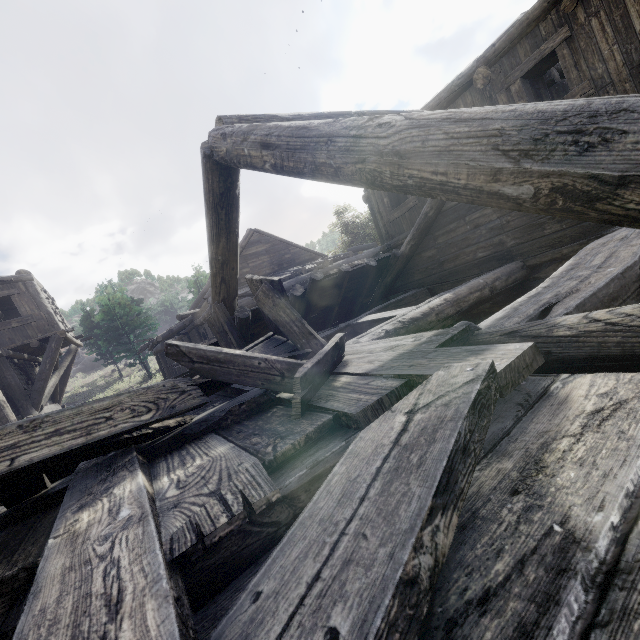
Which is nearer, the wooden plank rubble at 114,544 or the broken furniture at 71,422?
the wooden plank rubble at 114,544

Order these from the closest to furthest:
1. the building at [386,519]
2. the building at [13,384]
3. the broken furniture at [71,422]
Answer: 1. the building at [386,519]
2. the broken furniture at [71,422]
3. the building at [13,384]

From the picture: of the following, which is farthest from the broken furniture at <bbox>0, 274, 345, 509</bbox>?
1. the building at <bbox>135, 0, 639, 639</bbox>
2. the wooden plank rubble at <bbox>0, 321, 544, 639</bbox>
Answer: the building at <bbox>135, 0, 639, 639</bbox>

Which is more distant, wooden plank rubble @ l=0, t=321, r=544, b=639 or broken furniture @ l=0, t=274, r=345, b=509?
broken furniture @ l=0, t=274, r=345, b=509

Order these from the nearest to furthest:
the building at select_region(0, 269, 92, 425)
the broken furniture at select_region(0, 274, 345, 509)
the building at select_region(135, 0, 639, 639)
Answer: the building at select_region(135, 0, 639, 639) → the broken furniture at select_region(0, 274, 345, 509) → the building at select_region(0, 269, 92, 425)

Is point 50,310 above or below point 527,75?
above

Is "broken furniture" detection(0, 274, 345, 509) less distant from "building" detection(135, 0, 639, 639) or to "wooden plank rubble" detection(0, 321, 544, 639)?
"wooden plank rubble" detection(0, 321, 544, 639)
